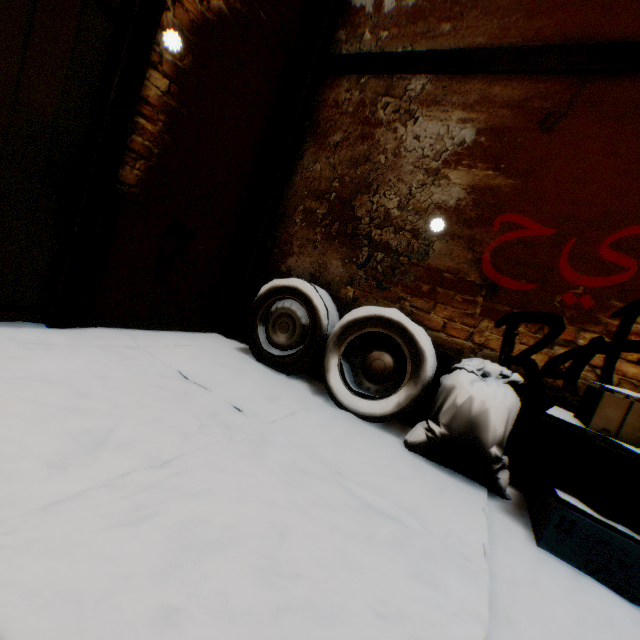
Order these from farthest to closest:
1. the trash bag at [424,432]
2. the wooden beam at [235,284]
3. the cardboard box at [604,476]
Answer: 1. the wooden beam at [235,284]
2. the trash bag at [424,432]
3. the cardboard box at [604,476]

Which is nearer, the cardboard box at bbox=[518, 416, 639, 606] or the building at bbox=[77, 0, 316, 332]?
the cardboard box at bbox=[518, 416, 639, 606]

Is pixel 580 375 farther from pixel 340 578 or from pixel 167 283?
pixel 167 283

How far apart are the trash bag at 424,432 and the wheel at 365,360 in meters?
0.1 m

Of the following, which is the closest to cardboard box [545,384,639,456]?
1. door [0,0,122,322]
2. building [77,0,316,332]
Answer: building [77,0,316,332]

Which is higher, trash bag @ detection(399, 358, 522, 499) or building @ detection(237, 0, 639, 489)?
building @ detection(237, 0, 639, 489)

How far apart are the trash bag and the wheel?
0.1m

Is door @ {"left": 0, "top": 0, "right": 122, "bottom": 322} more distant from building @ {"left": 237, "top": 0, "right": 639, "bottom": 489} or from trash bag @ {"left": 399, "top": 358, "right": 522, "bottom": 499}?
trash bag @ {"left": 399, "top": 358, "right": 522, "bottom": 499}
